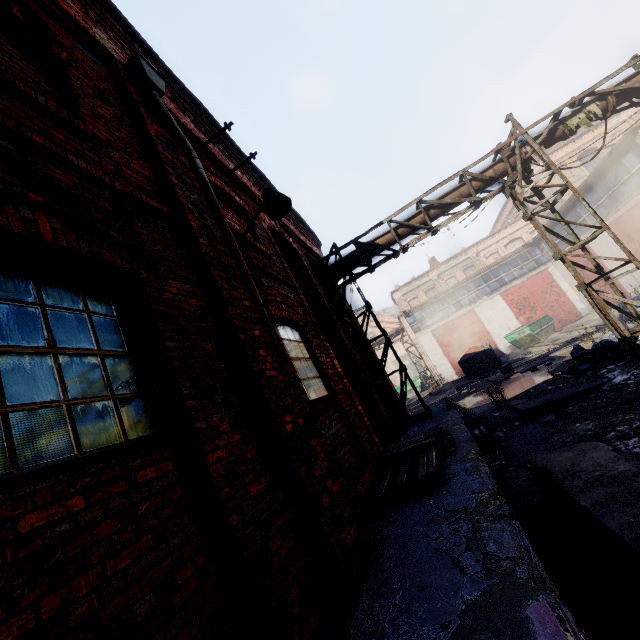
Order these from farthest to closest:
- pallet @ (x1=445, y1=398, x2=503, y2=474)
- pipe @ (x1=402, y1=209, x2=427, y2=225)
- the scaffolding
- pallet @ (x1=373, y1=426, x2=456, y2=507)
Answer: pipe @ (x1=402, y1=209, x2=427, y2=225) → the scaffolding → pallet @ (x1=445, y1=398, x2=503, y2=474) → pallet @ (x1=373, y1=426, x2=456, y2=507)

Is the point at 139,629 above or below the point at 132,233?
below

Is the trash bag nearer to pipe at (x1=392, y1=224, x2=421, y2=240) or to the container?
pipe at (x1=392, y1=224, x2=421, y2=240)

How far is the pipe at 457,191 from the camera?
9.1 meters

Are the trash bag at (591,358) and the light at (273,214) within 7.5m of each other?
no

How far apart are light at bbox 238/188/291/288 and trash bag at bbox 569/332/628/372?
8.9m

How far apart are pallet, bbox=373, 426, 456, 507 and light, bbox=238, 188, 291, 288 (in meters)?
3.19

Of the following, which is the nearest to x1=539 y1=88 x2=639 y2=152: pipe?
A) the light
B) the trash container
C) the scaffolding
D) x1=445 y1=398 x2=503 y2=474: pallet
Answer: the scaffolding
